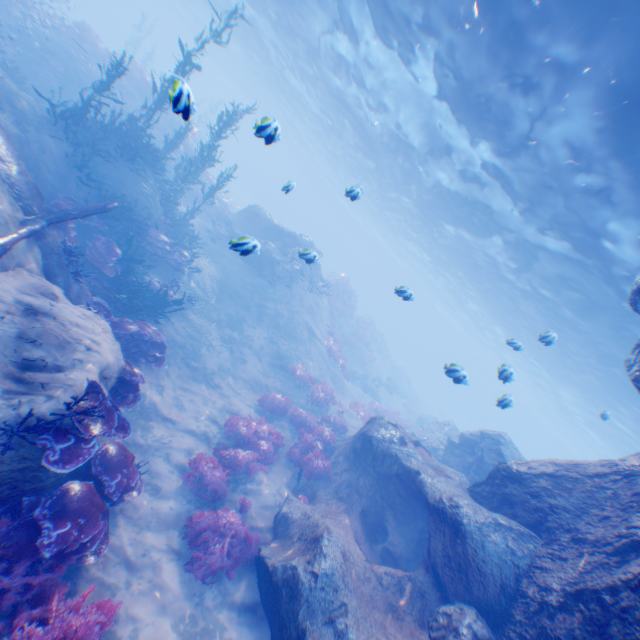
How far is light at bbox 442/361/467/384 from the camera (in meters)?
8.26

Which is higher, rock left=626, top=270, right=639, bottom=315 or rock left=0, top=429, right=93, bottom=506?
rock left=626, top=270, right=639, bottom=315

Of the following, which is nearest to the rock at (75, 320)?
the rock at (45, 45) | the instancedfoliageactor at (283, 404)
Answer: the instancedfoliageactor at (283, 404)

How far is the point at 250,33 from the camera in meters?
27.0 m

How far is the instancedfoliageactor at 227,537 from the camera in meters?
6.7 m

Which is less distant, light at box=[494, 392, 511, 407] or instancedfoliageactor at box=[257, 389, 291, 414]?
light at box=[494, 392, 511, 407]

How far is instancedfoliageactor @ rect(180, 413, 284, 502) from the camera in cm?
840
